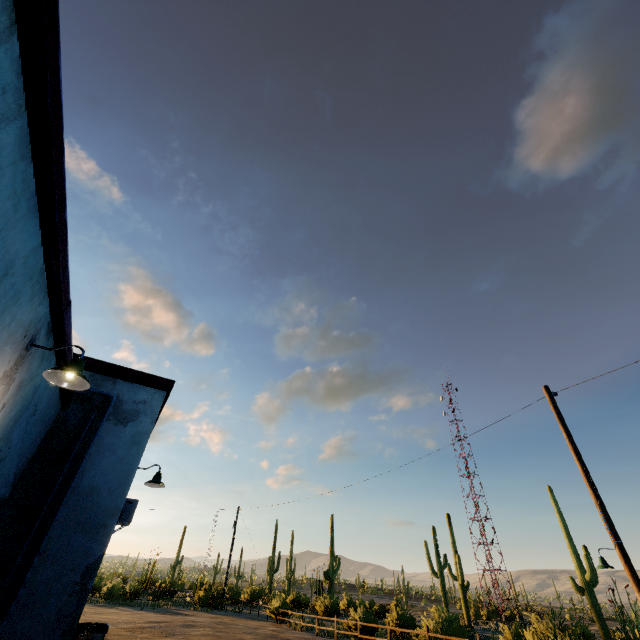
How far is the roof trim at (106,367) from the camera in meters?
6.5 m

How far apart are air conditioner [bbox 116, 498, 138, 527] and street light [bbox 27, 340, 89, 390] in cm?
667

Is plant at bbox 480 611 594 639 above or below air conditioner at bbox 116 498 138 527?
below

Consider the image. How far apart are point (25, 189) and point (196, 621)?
25.99m

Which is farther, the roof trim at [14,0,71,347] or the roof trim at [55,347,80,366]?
the roof trim at [55,347,80,366]

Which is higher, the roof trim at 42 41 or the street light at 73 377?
the roof trim at 42 41

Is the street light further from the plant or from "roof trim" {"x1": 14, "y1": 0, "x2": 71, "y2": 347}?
the plant

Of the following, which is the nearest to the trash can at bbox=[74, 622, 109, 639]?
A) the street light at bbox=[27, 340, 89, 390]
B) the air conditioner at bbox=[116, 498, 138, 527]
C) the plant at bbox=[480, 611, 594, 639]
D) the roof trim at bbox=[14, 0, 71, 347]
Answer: the air conditioner at bbox=[116, 498, 138, 527]
